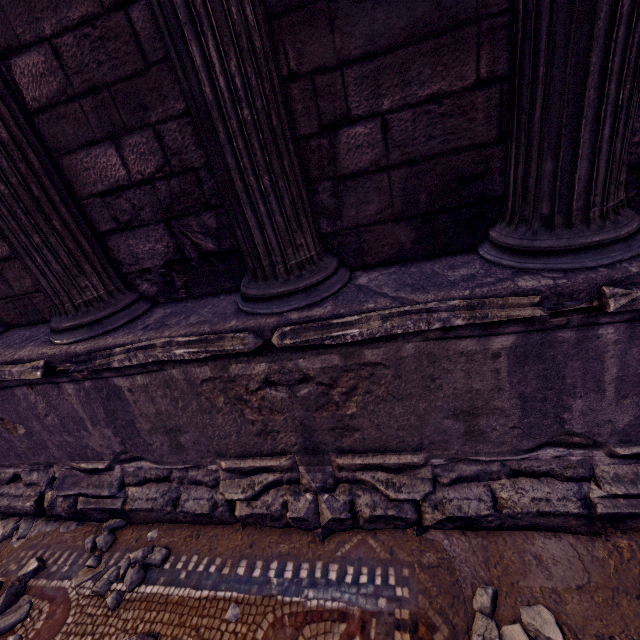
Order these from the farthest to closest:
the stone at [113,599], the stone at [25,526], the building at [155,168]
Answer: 1. the stone at [25,526]
2. the stone at [113,599]
3. the building at [155,168]

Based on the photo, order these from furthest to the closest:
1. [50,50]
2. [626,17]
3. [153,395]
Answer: [153,395]
[50,50]
[626,17]

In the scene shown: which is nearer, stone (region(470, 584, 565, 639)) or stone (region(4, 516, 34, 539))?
stone (region(470, 584, 565, 639))

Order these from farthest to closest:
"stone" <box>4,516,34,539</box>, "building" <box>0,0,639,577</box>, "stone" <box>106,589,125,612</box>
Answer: "stone" <box>4,516,34,539</box> → "stone" <box>106,589,125,612</box> → "building" <box>0,0,639,577</box>

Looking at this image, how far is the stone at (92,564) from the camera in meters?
2.2

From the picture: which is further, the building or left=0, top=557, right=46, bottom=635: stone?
left=0, top=557, right=46, bottom=635: stone

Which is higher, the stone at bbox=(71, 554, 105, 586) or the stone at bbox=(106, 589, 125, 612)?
the stone at bbox=(106, 589, 125, 612)

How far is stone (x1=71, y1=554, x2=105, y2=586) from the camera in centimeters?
218cm
